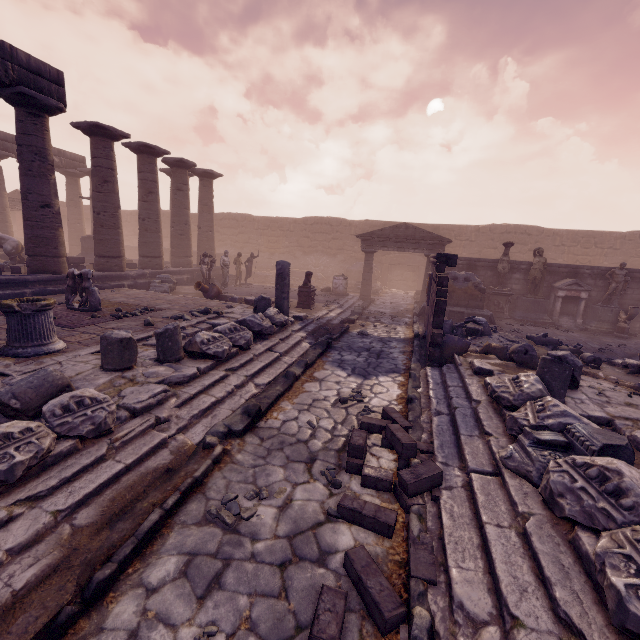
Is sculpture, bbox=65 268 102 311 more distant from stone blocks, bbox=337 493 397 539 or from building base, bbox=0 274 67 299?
stone blocks, bbox=337 493 397 539

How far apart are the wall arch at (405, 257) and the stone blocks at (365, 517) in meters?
22.6

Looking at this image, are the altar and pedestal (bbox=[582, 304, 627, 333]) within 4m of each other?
yes

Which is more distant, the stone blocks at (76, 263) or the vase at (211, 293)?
the stone blocks at (76, 263)

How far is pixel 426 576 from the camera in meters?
2.6 m

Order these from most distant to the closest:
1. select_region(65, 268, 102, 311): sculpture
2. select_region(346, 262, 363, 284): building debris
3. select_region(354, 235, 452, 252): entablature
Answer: select_region(346, 262, 363, 284): building debris → select_region(354, 235, 452, 252): entablature → select_region(65, 268, 102, 311): sculpture

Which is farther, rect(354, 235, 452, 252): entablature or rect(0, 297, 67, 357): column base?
rect(354, 235, 452, 252): entablature

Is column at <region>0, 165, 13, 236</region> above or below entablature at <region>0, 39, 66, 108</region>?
below
